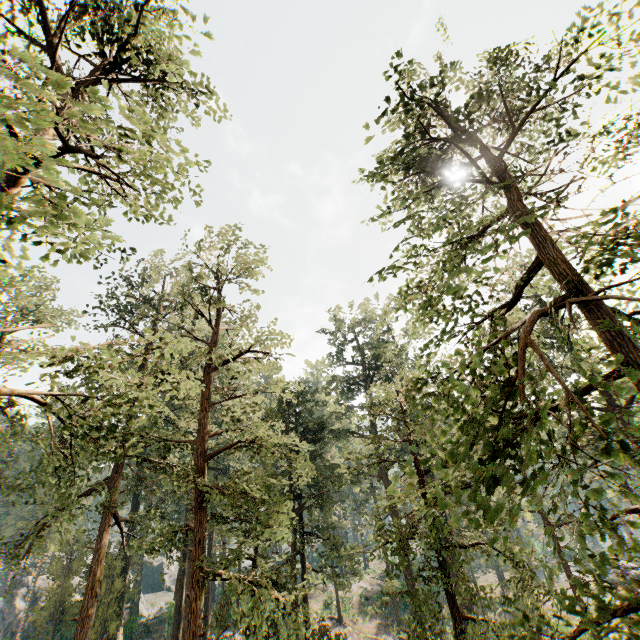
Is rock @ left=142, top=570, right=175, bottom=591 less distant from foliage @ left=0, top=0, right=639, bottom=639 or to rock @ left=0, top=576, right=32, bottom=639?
foliage @ left=0, top=0, right=639, bottom=639

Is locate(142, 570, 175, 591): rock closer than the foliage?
No

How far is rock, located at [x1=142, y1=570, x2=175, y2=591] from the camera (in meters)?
57.53

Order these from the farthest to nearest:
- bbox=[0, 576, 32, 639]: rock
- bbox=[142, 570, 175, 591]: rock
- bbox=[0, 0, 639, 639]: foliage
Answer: bbox=[142, 570, 175, 591]: rock
bbox=[0, 576, 32, 639]: rock
bbox=[0, 0, 639, 639]: foliage

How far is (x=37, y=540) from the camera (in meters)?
17.39

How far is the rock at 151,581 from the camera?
57.5 meters

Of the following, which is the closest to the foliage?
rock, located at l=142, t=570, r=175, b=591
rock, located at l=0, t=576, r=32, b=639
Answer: Result: rock, located at l=142, t=570, r=175, b=591

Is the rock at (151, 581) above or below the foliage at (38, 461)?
below
